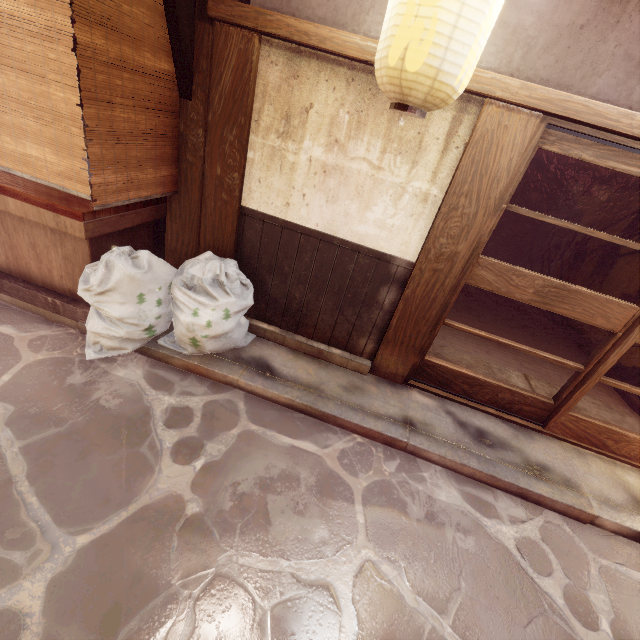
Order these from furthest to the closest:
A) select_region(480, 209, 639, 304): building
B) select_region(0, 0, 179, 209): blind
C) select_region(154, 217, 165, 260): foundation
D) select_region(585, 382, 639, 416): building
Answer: select_region(480, 209, 639, 304): building
select_region(585, 382, 639, 416): building
select_region(154, 217, 165, 260): foundation
select_region(0, 0, 179, 209): blind

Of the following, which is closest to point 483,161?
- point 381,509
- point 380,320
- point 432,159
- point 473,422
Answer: point 432,159

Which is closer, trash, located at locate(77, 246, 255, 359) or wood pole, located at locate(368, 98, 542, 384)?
wood pole, located at locate(368, 98, 542, 384)

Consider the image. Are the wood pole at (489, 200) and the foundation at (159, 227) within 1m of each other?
no

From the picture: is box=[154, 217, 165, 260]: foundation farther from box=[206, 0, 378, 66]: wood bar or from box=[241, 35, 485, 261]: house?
box=[206, 0, 378, 66]: wood bar

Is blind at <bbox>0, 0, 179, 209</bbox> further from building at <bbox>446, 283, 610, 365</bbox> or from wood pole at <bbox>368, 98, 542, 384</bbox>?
building at <bbox>446, 283, 610, 365</bbox>

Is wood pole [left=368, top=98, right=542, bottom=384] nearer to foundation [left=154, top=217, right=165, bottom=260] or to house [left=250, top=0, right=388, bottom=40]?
house [left=250, top=0, right=388, bottom=40]

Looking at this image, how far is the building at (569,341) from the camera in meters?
10.8 m
